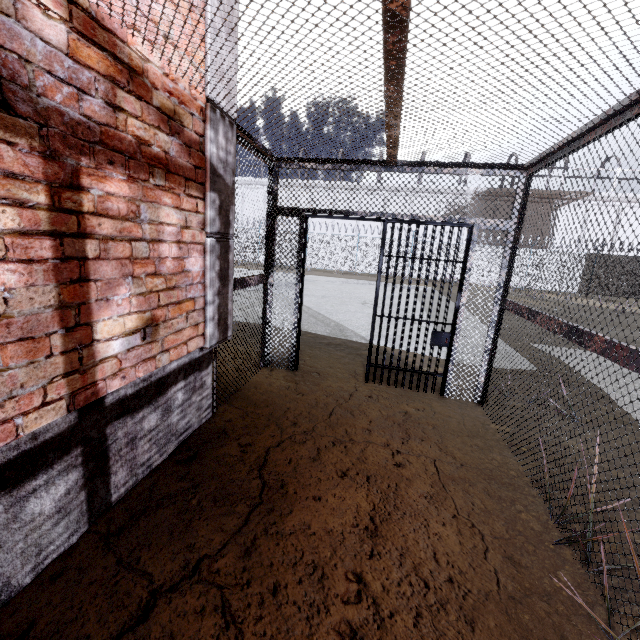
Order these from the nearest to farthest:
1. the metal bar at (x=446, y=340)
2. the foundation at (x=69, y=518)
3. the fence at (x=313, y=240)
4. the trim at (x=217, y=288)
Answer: the foundation at (x=69, y=518), the trim at (x=217, y=288), the metal bar at (x=446, y=340), the fence at (x=313, y=240)

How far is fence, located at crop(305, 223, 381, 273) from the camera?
24.38m

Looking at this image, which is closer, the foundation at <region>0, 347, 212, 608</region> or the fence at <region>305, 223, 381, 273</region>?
the foundation at <region>0, 347, 212, 608</region>

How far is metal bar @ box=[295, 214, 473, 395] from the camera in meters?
4.0 m

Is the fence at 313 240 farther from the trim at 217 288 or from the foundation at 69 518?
the foundation at 69 518

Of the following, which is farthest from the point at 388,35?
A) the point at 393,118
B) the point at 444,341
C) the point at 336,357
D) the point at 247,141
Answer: the point at 336,357

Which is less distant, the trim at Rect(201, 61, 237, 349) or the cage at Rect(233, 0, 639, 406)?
the cage at Rect(233, 0, 639, 406)

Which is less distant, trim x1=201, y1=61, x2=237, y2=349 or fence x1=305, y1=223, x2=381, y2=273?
trim x1=201, y1=61, x2=237, y2=349
